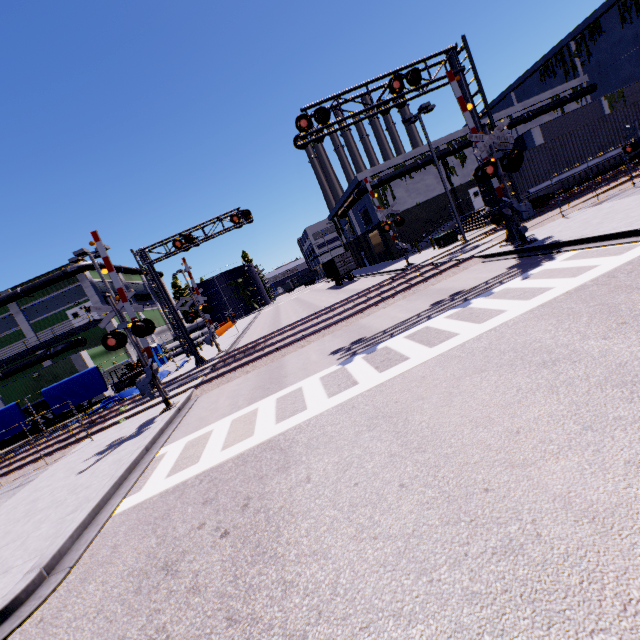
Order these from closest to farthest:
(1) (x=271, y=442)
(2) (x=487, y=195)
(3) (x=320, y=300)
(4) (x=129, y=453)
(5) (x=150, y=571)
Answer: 1. (5) (x=150, y=571)
2. (1) (x=271, y=442)
3. (4) (x=129, y=453)
4. (2) (x=487, y=195)
5. (3) (x=320, y=300)

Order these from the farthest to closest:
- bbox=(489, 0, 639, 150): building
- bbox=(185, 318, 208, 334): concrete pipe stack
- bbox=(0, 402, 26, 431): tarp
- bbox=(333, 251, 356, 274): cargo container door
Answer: bbox=(185, 318, 208, 334): concrete pipe stack
bbox=(333, 251, 356, 274): cargo container door
bbox=(489, 0, 639, 150): building
bbox=(0, 402, 26, 431): tarp

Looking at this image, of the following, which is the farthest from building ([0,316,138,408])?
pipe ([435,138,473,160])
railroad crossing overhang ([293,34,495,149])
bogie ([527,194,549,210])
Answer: bogie ([527,194,549,210])

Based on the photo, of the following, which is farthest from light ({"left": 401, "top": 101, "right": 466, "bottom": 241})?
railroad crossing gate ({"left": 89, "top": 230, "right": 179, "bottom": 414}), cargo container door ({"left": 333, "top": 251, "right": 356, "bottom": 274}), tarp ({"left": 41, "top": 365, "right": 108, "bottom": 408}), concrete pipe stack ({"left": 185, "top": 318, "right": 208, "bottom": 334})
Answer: concrete pipe stack ({"left": 185, "top": 318, "right": 208, "bottom": 334})

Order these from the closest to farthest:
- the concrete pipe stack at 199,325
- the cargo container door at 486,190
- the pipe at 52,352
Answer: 1. the cargo container door at 486,190
2. the pipe at 52,352
3. the concrete pipe stack at 199,325

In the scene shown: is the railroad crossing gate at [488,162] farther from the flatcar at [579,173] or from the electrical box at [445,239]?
the electrical box at [445,239]

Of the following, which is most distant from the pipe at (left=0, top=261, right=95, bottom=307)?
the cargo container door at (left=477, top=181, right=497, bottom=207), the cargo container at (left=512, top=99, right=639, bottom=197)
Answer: the cargo container door at (left=477, top=181, right=497, bottom=207)

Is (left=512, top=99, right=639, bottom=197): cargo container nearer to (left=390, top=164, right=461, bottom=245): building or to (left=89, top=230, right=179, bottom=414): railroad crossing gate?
(left=390, top=164, right=461, bottom=245): building
